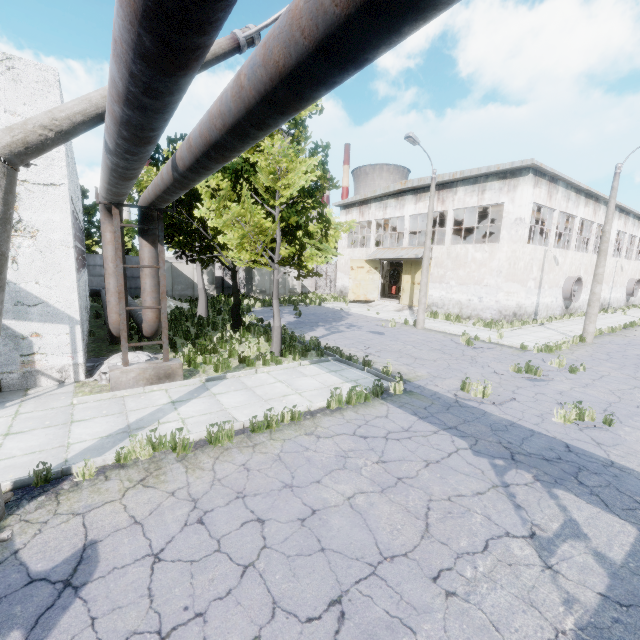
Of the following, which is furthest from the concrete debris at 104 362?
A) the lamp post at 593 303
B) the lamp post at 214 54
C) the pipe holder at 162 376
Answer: the lamp post at 593 303

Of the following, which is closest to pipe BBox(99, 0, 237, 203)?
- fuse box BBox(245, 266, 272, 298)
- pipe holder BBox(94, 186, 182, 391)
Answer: pipe holder BBox(94, 186, 182, 391)

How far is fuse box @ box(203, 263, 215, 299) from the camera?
28.2 meters

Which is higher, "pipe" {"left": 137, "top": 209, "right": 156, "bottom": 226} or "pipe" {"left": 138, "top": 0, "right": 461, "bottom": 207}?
"pipe" {"left": 138, "top": 0, "right": 461, "bottom": 207}

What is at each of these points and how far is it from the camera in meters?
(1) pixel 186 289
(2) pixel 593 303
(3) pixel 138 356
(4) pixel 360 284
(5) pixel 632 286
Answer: (1) fuse box, 27.5
(2) lamp post, 16.7
(3) concrete debris, 10.1
(4) door, 30.4
(5) fan, 35.0

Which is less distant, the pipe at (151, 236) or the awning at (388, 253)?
the pipe at (151, 236)

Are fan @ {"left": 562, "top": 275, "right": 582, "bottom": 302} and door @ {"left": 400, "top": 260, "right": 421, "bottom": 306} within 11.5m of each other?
yes

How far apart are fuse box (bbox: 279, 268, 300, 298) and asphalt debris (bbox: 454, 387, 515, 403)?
23.71m
